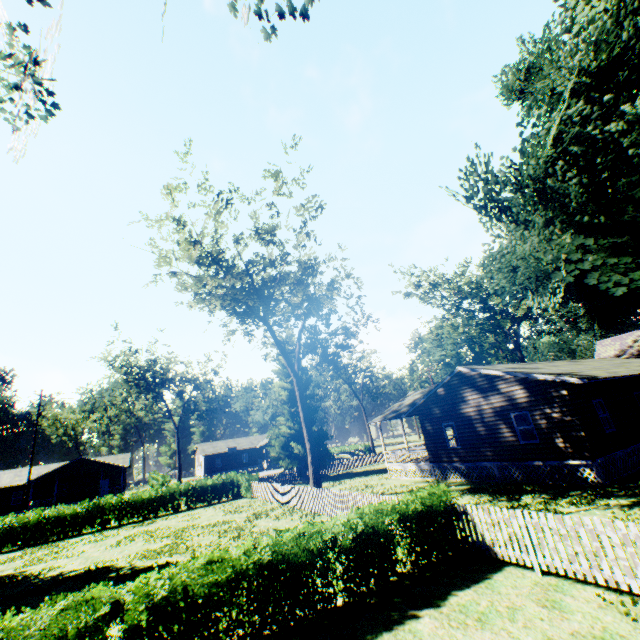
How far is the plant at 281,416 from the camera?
32.5 meters

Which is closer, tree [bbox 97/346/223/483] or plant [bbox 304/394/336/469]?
plant [bbox 304/394/336/469]

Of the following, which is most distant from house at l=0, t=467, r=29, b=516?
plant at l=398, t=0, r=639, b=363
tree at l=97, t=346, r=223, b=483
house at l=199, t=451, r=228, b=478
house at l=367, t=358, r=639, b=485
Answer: house at l=367, t=358, r=639, b=485

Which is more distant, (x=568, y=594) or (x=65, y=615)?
(x=568, y=594)

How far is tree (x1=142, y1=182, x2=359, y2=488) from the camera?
20.2m

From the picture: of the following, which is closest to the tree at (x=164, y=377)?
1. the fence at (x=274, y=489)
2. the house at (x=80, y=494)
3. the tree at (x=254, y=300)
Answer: the house at (x=80, y=494)

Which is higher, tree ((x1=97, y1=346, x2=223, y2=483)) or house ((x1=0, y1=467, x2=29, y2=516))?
tree ((x1=97, y1=346, x2=223, y2=483))

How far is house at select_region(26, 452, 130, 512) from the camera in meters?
42.9 m
